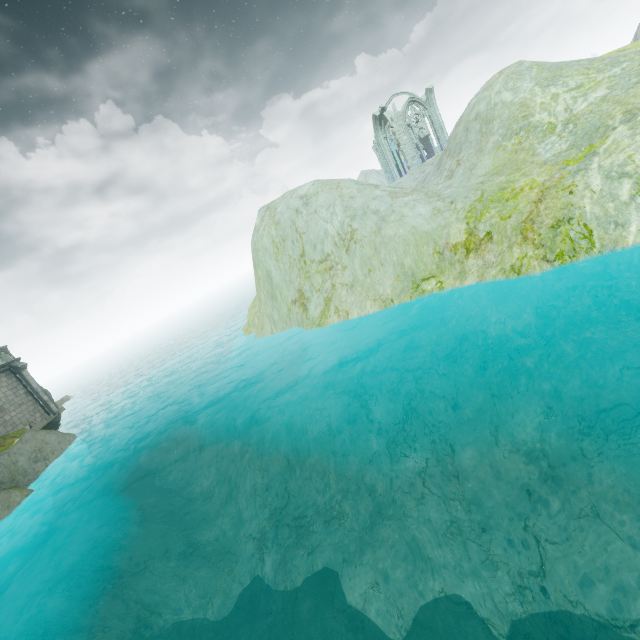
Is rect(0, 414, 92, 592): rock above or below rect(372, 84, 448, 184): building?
below

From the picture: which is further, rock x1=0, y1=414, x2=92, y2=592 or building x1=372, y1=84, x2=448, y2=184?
building x1=372, y1=84, x2=448, y2=184

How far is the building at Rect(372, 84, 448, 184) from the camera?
40.44m

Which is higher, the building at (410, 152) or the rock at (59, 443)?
the building at (410, 152)

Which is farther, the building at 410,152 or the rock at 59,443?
the building at 410,152

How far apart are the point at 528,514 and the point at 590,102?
16.45m
